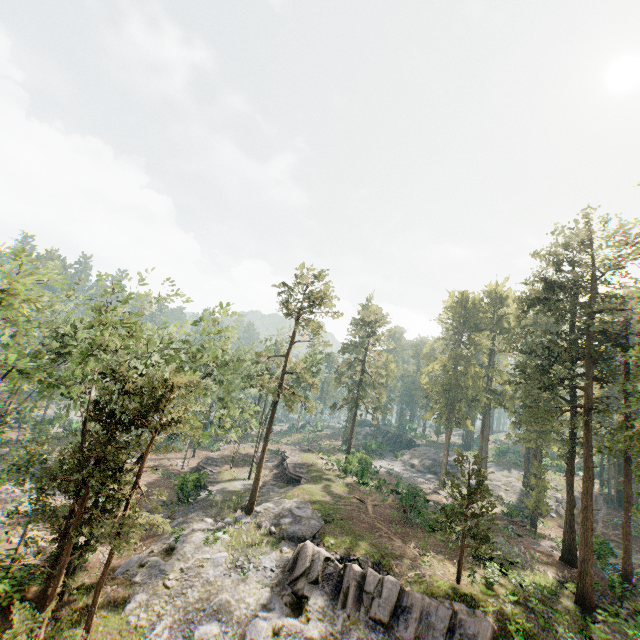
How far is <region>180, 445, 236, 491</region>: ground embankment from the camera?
33.4 meters

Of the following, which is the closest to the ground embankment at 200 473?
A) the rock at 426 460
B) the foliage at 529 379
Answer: the foliage at 529 379

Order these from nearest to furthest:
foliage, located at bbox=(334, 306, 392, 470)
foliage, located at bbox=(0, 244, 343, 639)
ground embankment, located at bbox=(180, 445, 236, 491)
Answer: foliage, located at bbox=(0, 244, 343, 639) → ground embankment, located at bbox=(180, 445, 236, 491) → foliage, located at bbox=(334, 306, 392, 470)

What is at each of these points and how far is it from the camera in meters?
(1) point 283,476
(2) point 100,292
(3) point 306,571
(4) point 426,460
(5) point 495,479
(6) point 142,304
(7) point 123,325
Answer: (1) ground embankment, 40.6 m
(2) foliage, 19.8 m
(3) rock, 19.8 m
(4) rock, 57.8 m
(5) rock, 49.8 m
(6) foliage, 19.7 m
(7) foliage, 18.7 m

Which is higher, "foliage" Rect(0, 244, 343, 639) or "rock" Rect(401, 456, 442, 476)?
"foliage" Rect(0, 244, 343, 639)

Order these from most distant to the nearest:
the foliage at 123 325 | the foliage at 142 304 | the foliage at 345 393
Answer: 1. the foliage at 345 393
2. the foliage at 142 304
3. the foliage at 123 325

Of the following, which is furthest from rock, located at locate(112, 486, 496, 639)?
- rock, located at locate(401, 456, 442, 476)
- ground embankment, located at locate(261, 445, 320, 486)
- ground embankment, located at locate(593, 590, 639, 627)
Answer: rock, located at locate(401, 456, 442, 476)

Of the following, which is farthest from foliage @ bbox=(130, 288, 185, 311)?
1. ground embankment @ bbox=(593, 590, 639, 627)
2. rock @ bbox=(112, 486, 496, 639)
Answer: ground embankment @ bbox=(593, 590, 639, 627)
